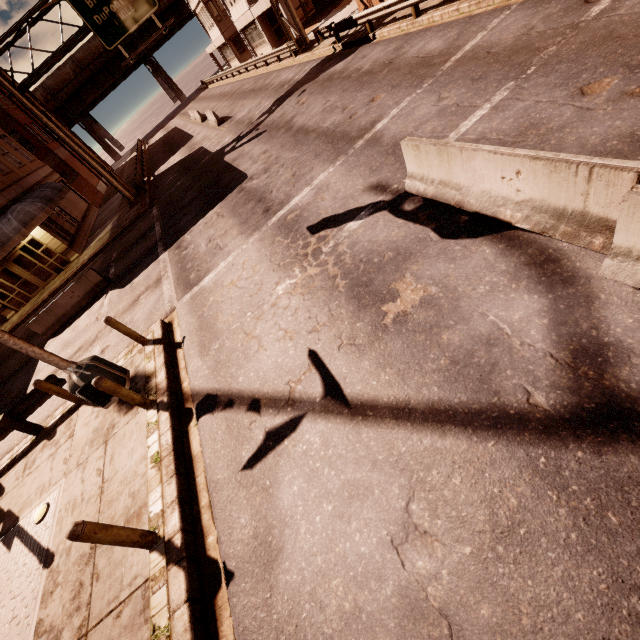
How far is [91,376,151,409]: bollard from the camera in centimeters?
640cm

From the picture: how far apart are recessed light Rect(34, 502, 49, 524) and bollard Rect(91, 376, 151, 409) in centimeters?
277cm

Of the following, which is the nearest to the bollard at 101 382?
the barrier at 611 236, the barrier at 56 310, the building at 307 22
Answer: the barrier at 611 236

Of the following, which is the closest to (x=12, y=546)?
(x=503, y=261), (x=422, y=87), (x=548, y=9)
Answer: (x=503, y=261)

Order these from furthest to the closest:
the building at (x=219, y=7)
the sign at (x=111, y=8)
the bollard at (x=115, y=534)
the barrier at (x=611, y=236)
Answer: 1. the building at (x=219, y=7)
2. the sign at (x=111, y=8)
3. the bollard at (x=115, y=534)
4. the barrier at (x=611, y=236)

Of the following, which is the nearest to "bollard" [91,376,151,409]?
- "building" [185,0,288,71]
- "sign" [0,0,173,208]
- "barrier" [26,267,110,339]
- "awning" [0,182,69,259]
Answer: "barrier" [26,267,110,339]

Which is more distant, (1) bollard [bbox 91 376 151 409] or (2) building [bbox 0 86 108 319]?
(2) building [bbox 0 86 108 319]

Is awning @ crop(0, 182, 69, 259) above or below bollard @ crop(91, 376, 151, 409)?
above
